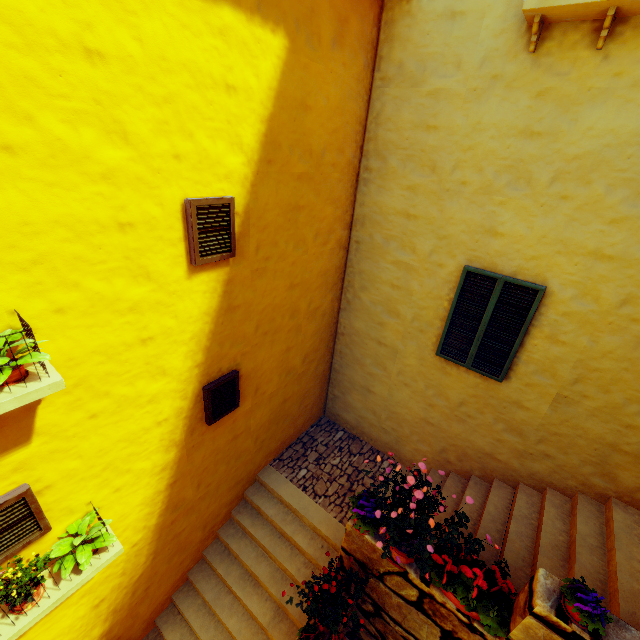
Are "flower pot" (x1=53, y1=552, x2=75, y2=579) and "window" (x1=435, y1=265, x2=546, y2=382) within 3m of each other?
no

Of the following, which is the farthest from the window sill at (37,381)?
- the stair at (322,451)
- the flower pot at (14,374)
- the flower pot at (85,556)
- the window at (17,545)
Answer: the stair at (322,451)

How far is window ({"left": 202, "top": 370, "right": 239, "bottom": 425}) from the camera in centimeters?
455cm

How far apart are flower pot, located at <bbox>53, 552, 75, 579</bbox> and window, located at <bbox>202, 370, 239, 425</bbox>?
1.59m

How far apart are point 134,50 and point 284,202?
2.2 meters

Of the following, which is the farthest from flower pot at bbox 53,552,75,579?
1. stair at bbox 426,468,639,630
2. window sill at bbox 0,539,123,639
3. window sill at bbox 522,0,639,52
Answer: window sill at bbox 522,0,639,52

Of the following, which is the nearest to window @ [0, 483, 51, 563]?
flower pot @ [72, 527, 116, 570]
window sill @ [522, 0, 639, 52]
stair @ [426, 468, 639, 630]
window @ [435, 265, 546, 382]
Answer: flower pot @ [72, 527, 116, 570]

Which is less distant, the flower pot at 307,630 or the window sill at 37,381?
the window sill at 37,381
